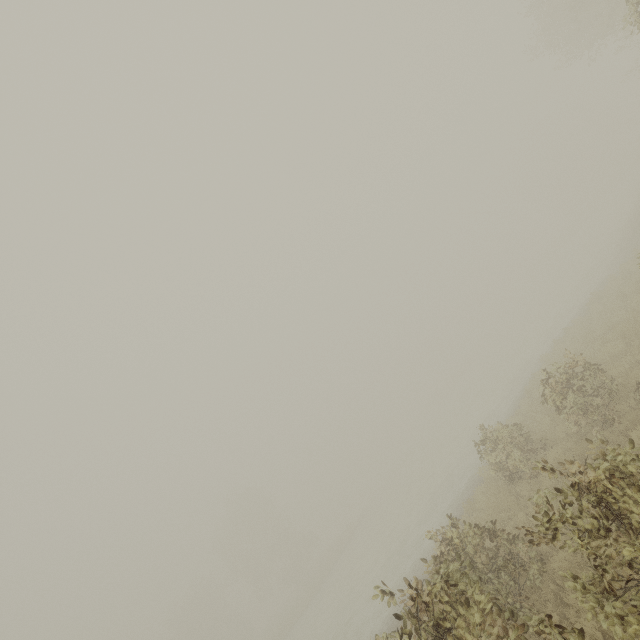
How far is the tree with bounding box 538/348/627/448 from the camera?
8.30m

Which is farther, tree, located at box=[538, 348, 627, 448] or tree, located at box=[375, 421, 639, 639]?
tree, located at box=[538, 348, 627, 448]

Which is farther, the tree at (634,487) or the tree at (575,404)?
the tree at (575,404)

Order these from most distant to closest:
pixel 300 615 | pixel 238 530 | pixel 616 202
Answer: pixel 238 530
pixel 616 202
pixel 300 615

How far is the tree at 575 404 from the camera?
8.3m
